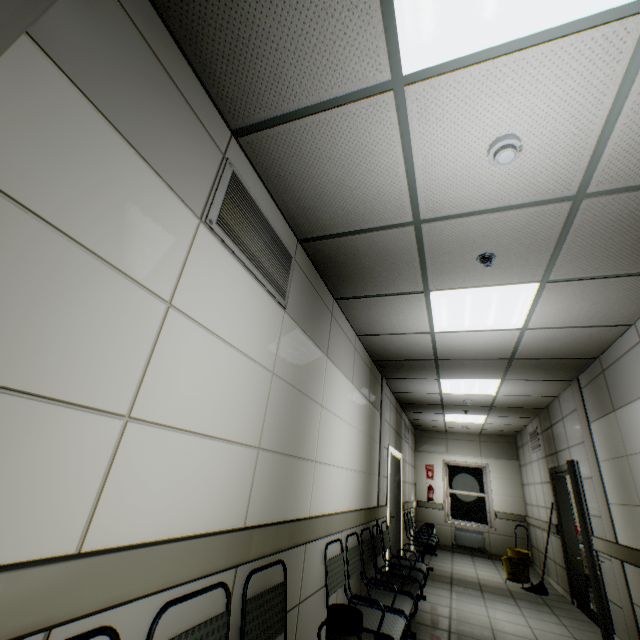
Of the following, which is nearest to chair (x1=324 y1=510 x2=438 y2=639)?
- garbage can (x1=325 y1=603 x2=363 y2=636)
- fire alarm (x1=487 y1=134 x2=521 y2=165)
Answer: garbage can (x1=325 y1=603 x2=363 y2=636)

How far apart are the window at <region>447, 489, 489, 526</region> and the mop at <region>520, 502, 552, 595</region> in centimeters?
330cm

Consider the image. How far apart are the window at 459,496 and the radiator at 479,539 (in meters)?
0.13

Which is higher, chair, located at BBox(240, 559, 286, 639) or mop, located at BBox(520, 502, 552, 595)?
chair, located at BBox(240, 559, 286, 639)

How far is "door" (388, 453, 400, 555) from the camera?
6.0m

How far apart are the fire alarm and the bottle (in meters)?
7.93

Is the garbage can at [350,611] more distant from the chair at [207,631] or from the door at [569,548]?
the door at [569,548]

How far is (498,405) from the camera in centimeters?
686cm
